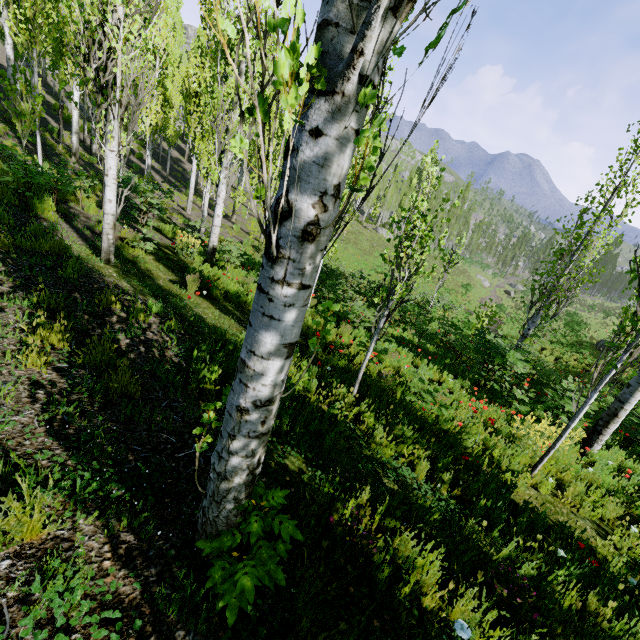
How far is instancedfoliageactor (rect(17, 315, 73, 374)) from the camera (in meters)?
3.10

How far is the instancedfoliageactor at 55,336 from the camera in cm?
310

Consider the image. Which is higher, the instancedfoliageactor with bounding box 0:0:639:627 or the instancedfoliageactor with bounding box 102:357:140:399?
the instancedfoliageactor with bounding box 0:0:639:627

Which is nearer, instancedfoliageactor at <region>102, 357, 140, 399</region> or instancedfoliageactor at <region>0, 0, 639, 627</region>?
instancedfoliageactor at <region>0, 0, 639, 627</region>

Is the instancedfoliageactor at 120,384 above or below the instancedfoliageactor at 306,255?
below

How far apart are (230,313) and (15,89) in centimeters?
667cm

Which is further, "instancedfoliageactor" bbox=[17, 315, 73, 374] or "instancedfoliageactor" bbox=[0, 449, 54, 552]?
"instancedfoliageactor" bbox=[17, 315, 73, 374]
